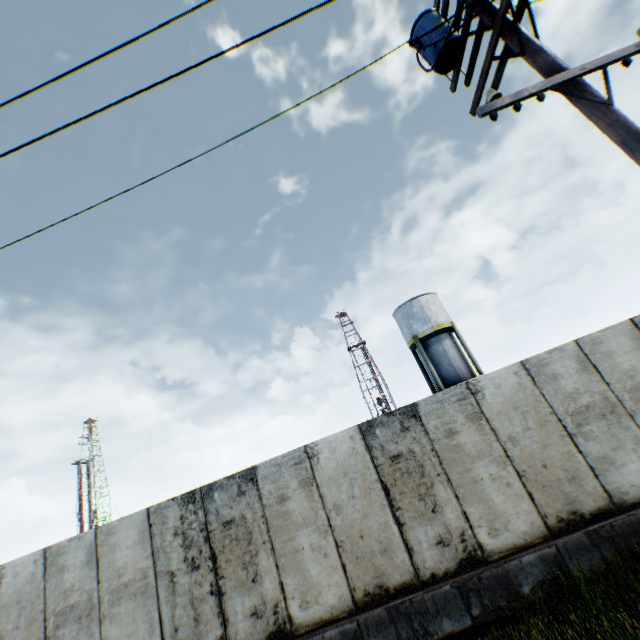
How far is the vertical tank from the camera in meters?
24.0 m

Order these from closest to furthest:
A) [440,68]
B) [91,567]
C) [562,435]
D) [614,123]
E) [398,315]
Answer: [614,123]
[440,68]
[562,435]
[91,567]
[398,315]

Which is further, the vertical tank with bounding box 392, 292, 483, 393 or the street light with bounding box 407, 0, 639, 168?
the vertical tank with bounding box 392, 292, 483, 393

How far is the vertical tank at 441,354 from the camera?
24.05m

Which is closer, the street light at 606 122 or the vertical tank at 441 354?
the street light at 606 122
